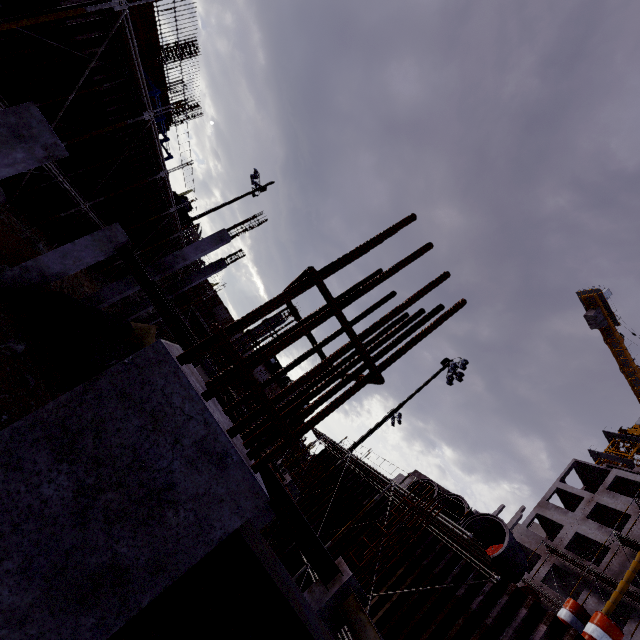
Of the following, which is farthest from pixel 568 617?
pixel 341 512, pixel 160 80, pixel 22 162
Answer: pixel 160 80

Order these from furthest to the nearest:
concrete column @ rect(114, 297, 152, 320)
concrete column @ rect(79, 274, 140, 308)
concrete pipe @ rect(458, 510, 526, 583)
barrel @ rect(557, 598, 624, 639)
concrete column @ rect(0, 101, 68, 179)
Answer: concrete column @ rect(114, 297, 152, 320), concrete column @ rect(79, 274, 140, 308), concrete pipe @ rect(458, 510, 526, 583), barrel @ rect(557, 598, 624, 639), concrete column @ rect(0, 101, 68, 179)

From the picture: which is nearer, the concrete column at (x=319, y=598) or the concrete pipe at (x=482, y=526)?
the concrete column at (x=319, y=598)

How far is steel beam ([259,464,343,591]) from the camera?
6.0m

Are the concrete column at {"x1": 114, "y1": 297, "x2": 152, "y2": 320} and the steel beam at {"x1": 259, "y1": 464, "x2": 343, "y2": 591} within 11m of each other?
no

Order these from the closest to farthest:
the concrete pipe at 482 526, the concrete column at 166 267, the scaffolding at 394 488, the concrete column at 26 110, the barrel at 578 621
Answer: the concrete column at 26 110, the barrel at 578 621, the concrete pipe at 482 526, the scaffolding at 394 488, the concrete column at 166 267

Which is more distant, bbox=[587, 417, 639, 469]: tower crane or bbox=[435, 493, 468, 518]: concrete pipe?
bbox=[587, 417, 639, 469]: tower crane
